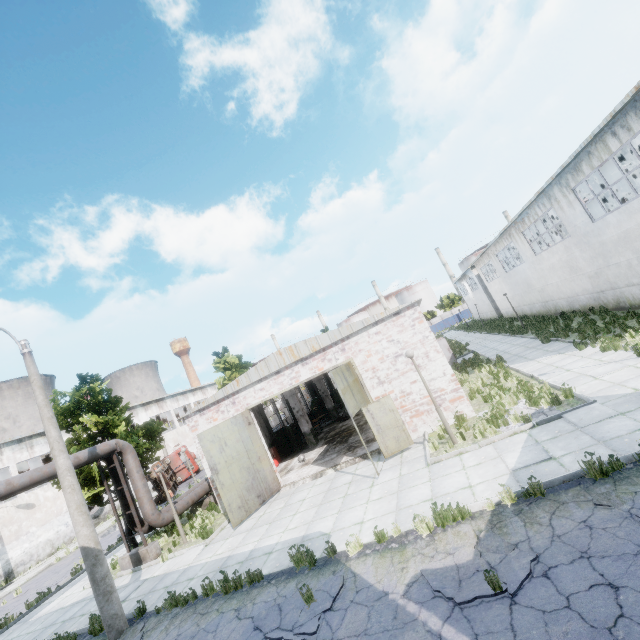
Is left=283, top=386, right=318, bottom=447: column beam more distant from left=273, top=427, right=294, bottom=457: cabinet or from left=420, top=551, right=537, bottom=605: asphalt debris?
left=420, top=551, right=537, bottom=605: asphalt debris

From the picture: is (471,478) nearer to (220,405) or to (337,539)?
(337,539)

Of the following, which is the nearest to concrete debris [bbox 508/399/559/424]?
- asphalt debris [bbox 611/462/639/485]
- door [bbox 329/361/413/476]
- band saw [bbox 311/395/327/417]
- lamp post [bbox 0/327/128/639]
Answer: door [bbox 329/361/413/476]

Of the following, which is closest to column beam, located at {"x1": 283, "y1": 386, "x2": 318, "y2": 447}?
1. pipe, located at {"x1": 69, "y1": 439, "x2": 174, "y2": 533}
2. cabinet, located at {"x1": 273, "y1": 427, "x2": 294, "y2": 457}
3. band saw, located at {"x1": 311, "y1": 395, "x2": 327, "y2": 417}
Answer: cabinet, located at {"x1": 273, "y1": 427, "x2": 294, "y2": 457}

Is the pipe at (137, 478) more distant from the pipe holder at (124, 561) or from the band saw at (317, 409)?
the band saw at (317, 409)

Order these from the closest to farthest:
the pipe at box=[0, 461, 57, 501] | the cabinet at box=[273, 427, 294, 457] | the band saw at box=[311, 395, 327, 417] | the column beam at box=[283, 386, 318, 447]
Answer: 1. the pipe at box=[0, 461, 57, 501]
2. the column beam at box=[283, 386, 318, 447]
3. the cabinet at box=[273, 427, 294, 457]
4. the band saw at box=[311, 395, 327, 417]

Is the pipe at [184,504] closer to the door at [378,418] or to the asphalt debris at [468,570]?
the door at [378,418]

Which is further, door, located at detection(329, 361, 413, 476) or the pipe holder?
the pipe holder
